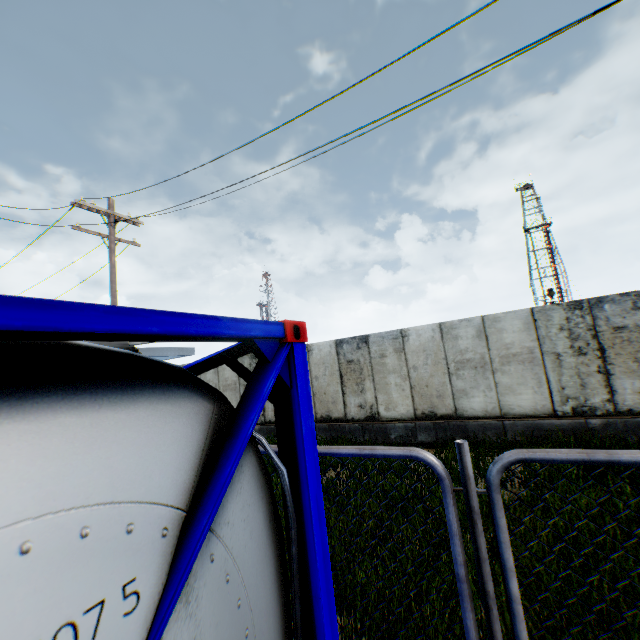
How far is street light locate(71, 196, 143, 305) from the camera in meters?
11.1

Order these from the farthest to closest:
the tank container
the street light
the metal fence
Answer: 1. the street light
2. the metal fence
3. the tank container

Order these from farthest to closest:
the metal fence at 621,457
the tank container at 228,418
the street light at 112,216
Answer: the street light at 112,216 → the metal fence at 621,457 → the tank container at 228,418

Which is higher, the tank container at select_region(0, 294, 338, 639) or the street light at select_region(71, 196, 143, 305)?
the street light at select_region(71, 196, 143, 305)

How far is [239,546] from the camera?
1.5m

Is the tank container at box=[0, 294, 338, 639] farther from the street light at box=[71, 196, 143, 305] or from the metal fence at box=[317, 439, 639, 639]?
the street light at box=[71, 196, 143, 305]

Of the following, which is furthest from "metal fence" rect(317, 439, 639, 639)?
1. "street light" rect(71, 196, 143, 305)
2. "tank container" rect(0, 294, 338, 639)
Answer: "street light" rect(71, 196, 143, 305)

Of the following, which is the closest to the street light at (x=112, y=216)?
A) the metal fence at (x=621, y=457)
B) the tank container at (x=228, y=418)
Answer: the metal fence at (x=621, y=457)
